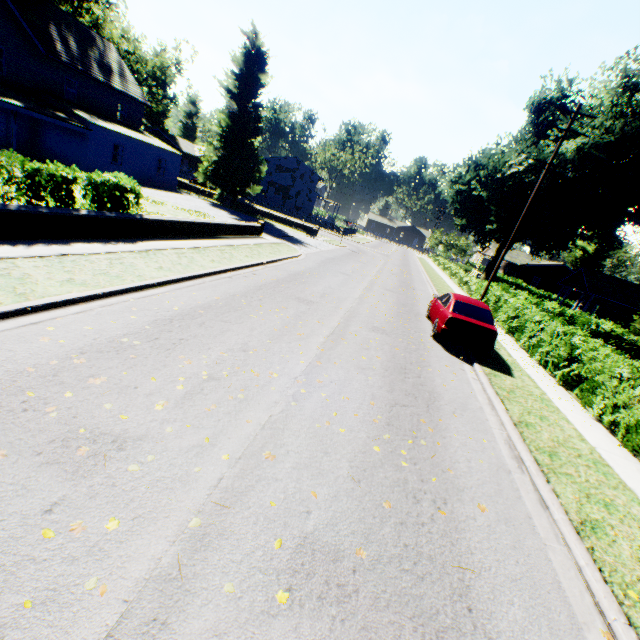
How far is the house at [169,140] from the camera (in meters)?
57.56

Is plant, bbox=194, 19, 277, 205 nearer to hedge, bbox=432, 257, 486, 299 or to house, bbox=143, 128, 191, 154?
house, bbox=143, 128, 191, 154

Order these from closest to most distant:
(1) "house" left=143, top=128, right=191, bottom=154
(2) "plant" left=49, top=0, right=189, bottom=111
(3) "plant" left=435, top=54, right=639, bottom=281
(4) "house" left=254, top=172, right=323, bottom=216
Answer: (3) "plant" left=435, top=54, right=639, bottom=281
(2) "plant" left=49, top=0, right=189, bottom=111
(4) "house" left=254, top=172, right=323, bottom=216
(1) "house" left=143, top=128, right=191, bottom=154

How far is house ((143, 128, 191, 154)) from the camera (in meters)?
57.56

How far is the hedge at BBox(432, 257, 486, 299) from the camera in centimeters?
2441cm

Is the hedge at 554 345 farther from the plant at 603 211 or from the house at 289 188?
the house at 289 188

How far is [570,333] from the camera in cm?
1213
